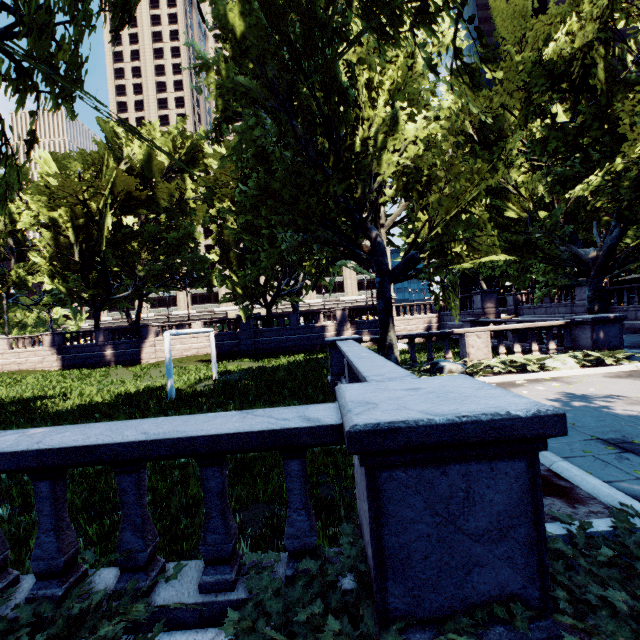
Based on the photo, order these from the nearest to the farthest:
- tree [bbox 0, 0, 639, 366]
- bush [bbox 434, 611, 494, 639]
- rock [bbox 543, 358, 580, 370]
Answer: bush [bbox 434, 611, 494, 639] → tree [bbox 0, 0, 639, 366] → rock [bbox 543, 358, 580, 370]

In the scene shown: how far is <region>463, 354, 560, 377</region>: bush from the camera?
11.24m

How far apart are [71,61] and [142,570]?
9.13m

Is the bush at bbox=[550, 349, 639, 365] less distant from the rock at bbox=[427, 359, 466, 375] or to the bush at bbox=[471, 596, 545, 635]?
the rock at bbox=[427, 359, 466, 375]

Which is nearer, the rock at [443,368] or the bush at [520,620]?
the bush at [520,620]

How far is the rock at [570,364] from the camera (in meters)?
11.22

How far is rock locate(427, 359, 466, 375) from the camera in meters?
11.5

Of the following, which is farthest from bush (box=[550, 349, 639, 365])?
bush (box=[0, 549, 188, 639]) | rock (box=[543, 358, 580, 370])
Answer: bush (box=[0, 549, 188, 639])
